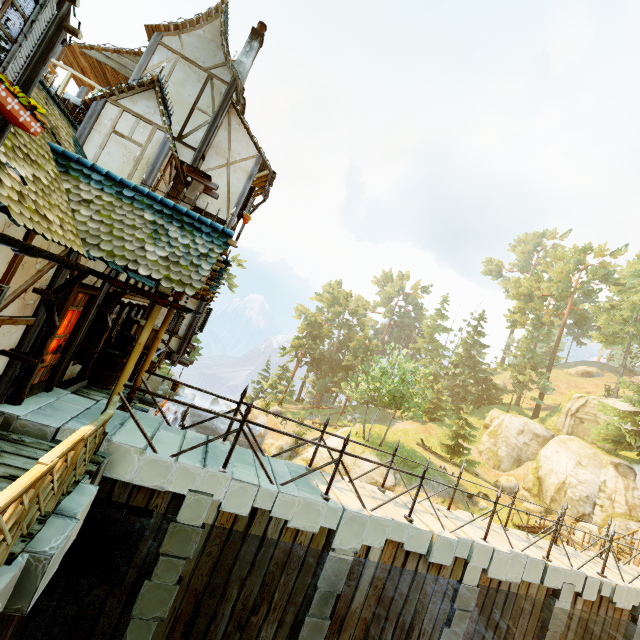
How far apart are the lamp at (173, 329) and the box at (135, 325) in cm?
357

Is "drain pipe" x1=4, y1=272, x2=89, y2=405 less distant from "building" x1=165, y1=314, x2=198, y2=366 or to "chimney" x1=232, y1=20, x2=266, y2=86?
"building" x1=165, y1=314, x2=198, y2=366

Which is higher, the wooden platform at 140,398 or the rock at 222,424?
the wooden platform at 140,398

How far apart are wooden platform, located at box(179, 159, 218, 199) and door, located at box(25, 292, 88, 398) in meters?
6.3

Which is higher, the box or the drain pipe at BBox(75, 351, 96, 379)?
the box

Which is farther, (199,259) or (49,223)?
(199,259)

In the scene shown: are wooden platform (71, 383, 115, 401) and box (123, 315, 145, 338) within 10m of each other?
yes

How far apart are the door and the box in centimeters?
219cm
